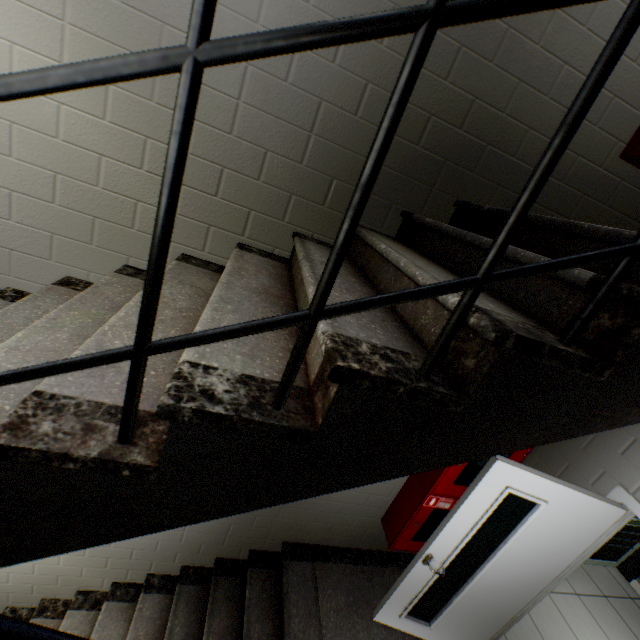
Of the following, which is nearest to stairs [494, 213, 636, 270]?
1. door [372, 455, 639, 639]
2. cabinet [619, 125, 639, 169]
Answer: door [372, 455, 639, 639]

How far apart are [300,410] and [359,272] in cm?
96

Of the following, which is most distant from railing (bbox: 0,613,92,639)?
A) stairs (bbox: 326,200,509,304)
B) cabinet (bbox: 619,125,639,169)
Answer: cabinet (bbox: 619,125,639,169)

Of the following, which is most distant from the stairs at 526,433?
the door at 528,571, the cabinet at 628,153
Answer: the cabinet at 628,153

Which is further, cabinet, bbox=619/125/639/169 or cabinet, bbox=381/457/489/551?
cabinet, bbox=381/457/489/551

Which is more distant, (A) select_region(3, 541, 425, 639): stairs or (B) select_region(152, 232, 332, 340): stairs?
(A) select_region(3, 541, 425, 639): stairs

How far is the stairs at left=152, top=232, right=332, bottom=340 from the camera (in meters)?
1.10

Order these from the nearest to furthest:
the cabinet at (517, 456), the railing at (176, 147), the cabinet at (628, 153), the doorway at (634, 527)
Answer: the railing at (176, 147)
the cabinet at (628, 153)
the cabinet at (517, 456)
the doorway at (634, 527)
